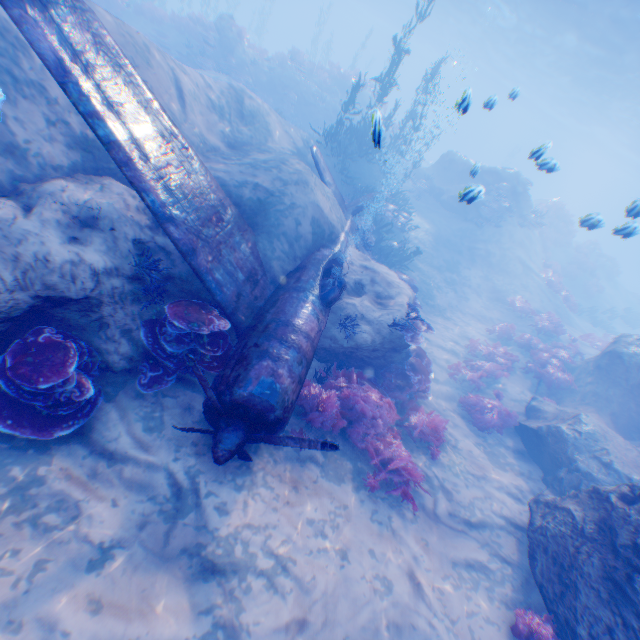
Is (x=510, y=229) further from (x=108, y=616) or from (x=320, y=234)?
(x=108, y=616)

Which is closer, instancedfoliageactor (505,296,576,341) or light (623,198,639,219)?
light (623,198,639,219)

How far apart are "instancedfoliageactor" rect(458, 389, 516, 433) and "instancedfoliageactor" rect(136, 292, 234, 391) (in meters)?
8.04

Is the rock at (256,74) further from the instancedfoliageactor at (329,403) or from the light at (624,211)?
the instancedfoliageactor at (329,403)

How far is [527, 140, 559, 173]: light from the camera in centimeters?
638cm

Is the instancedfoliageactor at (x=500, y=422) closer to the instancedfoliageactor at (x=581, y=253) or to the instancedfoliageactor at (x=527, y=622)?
the instancedfoliageactor at (x=527, y=622)

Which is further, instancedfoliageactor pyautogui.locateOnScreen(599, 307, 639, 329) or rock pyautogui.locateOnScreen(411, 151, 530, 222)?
instancedfoliageactor pyautogui.locateOnScreen(599, 307, 639, 329)

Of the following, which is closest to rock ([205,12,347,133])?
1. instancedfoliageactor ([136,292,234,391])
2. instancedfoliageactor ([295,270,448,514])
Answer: instancedfoliageactor ([295,270,448,514])
